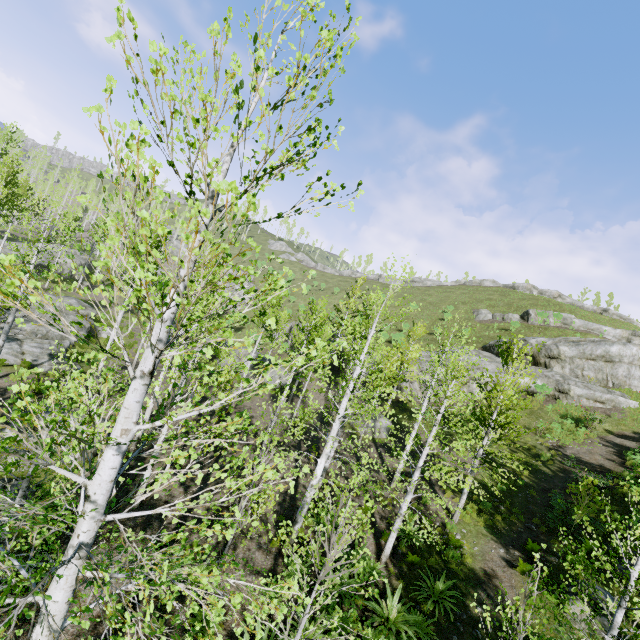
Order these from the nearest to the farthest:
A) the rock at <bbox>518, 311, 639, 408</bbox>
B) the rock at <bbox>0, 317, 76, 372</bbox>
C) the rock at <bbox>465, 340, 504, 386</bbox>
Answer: the rock at <bbox>0, 317, 76, 372</bbox>
the rock at <bbox>518, 311, 639, 408</bbox>
the rock at <bbox>465, 340, 504, 386</bbox>

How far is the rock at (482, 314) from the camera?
40.0m

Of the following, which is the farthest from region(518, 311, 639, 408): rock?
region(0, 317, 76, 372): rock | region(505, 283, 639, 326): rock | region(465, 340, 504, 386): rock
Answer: region(0, 317, 76, 372): rock

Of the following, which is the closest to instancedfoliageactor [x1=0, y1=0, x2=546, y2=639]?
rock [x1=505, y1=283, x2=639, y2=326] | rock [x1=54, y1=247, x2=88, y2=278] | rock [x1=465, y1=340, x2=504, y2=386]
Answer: rock [x1=54, y1=247, x2=88, y2=278]

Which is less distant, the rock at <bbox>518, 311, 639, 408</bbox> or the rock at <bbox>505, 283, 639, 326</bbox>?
the rock at <bbox>518, 311, 639, 408</bbox>

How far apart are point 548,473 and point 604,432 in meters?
7.8

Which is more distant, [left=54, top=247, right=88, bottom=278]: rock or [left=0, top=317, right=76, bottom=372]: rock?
[left=54, top=247, right=88, bottom=278]: rock

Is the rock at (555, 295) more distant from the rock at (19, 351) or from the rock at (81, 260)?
the rock at (19, 351)
